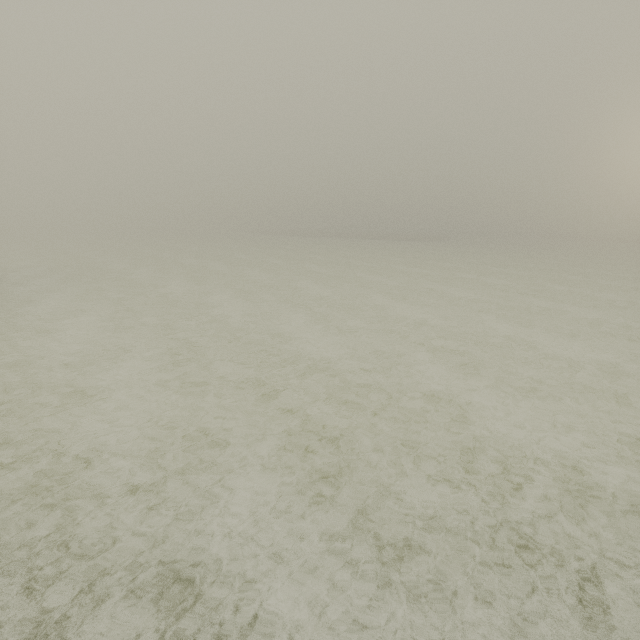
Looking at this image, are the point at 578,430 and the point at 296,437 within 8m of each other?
yes
